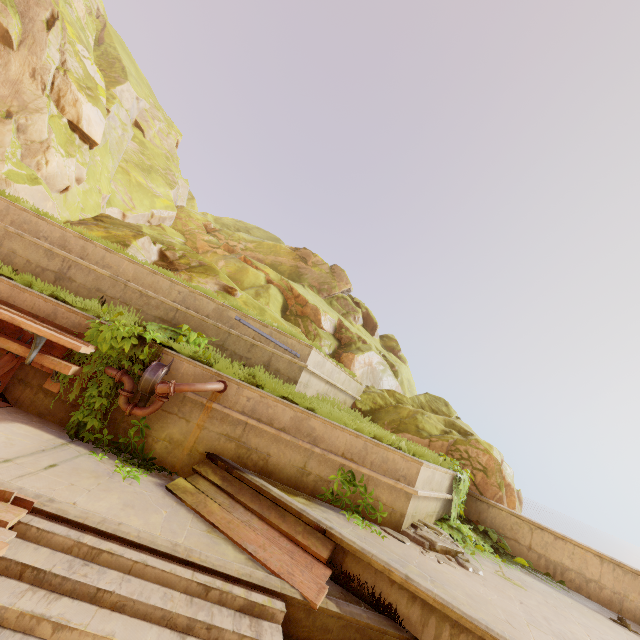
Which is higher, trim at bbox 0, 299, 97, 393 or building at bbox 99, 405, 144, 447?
trim at bbox 0, 299, 97, 393

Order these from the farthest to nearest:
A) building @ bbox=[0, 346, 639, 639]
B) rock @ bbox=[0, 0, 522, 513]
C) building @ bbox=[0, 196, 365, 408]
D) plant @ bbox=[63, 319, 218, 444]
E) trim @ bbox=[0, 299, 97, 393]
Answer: rock @ bbox=[0, 0, 522, 513] < building @ bbox=[0, 196, 365, 408] < plant @ bbox=[63, 319, 218, 444] < trim @ bbox=[0, 299, 97, 393] < building @ bbox=[0, 346, 639, 639]

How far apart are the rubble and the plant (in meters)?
5.65

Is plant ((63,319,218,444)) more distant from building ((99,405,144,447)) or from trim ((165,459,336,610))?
trim ((165,459,336,610))

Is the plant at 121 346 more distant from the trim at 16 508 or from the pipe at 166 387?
the trim at 16 508

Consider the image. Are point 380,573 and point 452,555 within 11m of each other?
yes

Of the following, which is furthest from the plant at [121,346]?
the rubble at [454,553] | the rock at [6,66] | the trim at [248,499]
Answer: the rock at [6,66]

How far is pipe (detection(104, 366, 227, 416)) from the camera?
5.46m
